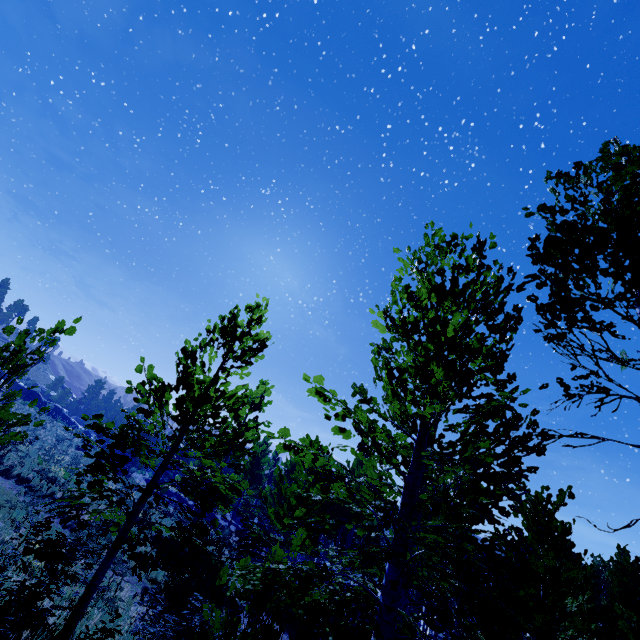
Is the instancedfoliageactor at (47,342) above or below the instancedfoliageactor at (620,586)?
above

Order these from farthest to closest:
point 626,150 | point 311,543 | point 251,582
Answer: point 311,543
point 626,150
point 251,582

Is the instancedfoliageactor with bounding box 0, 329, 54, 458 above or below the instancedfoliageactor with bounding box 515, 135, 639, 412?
below

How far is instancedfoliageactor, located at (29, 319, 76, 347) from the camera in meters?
5.7

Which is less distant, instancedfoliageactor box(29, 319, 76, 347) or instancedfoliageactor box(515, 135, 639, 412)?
instancedfoliageactor box(515, 135, 639, 412)

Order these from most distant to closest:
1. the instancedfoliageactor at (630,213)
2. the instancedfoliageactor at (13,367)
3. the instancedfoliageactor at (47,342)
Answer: the instancedfoliageactor at (47,342), the instancedfoliageactor at (13,367), the instancedfoliageactor at (630,213)
